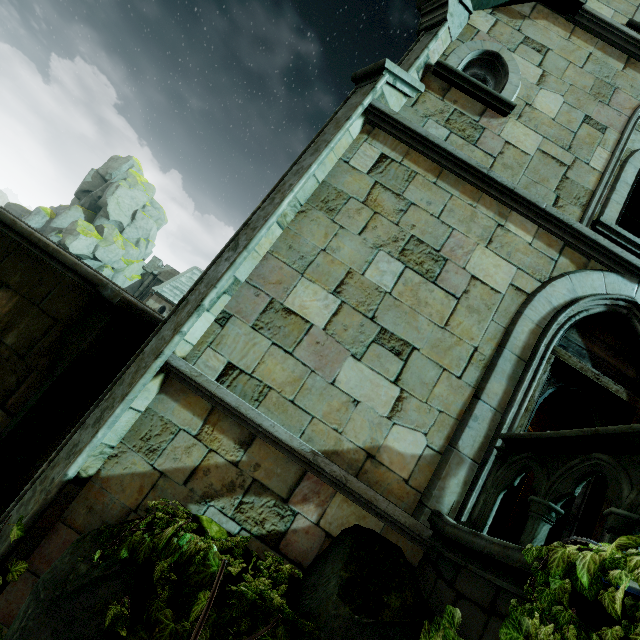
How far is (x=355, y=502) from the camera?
3.6m

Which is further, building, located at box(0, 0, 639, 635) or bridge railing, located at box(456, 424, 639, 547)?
building, located at box(0, 0, 639, 635)

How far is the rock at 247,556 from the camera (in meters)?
2.74

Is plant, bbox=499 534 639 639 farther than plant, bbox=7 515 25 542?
No

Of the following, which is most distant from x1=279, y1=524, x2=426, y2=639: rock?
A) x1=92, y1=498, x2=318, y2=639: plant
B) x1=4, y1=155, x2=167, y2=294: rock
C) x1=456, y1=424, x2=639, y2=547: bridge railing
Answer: x1=4, y1=155, x2=167, y2=294: rock

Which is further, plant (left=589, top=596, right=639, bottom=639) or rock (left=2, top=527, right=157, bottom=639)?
rock (left=2, top=527, right=157, bottom=639)

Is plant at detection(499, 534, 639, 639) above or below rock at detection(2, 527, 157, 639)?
above

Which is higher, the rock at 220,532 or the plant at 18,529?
the rock at 220,532
